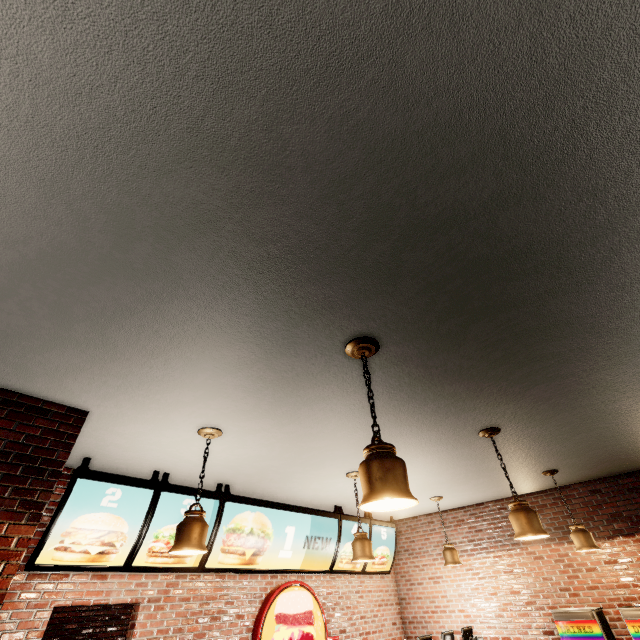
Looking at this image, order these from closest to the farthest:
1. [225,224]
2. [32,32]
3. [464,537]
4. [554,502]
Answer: [32,32] < [225,224] < [554,502] < [464,537]
